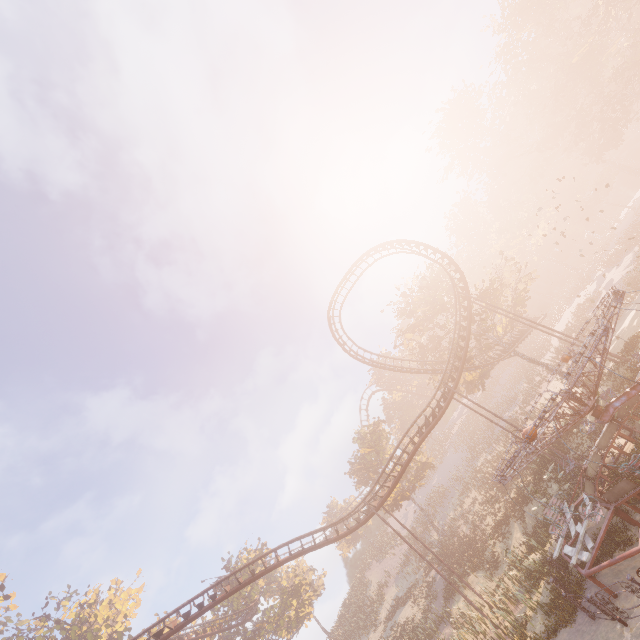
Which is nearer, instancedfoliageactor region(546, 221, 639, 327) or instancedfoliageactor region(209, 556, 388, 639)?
instancedfoliageactor region(209, 556, 388, 639)

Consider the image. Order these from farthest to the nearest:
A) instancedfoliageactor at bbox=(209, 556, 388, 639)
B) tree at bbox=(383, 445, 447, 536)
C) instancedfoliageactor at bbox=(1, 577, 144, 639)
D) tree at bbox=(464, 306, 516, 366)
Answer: instancedfoliageactor at bbox=(209, 556, 388, 639) < tree at bbox=(383, 445, 447, 536) < instancedfoliageactor at bbox=(1, 577, 144, 639) < tree at bbox=(464, 306, 516, 366)

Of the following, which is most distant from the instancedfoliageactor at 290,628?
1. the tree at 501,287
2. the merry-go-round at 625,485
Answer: the tree at 501,287

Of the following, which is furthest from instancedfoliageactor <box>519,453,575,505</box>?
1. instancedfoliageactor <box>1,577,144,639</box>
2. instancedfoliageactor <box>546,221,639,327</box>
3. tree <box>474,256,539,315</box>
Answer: instancedfoliageactor <box>546,221,639,327</box>

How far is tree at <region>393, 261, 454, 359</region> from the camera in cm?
3600

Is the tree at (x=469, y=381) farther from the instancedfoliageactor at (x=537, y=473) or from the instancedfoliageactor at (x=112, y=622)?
the instancedfoliageactor at (x=112, y=622)

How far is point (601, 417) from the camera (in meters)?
13.26
